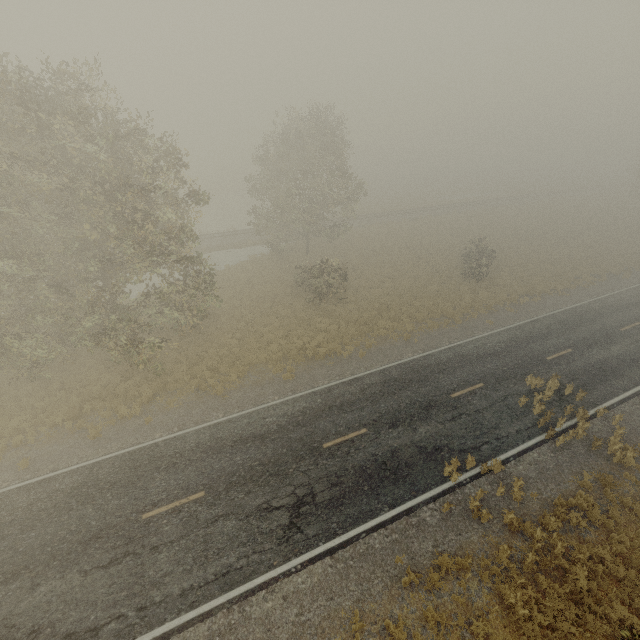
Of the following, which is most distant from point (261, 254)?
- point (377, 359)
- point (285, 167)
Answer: point (377, 359)
